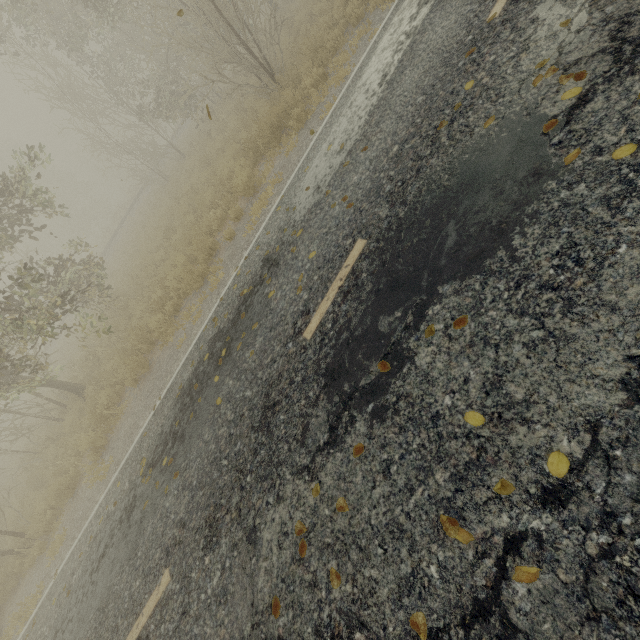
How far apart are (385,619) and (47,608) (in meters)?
8.09
